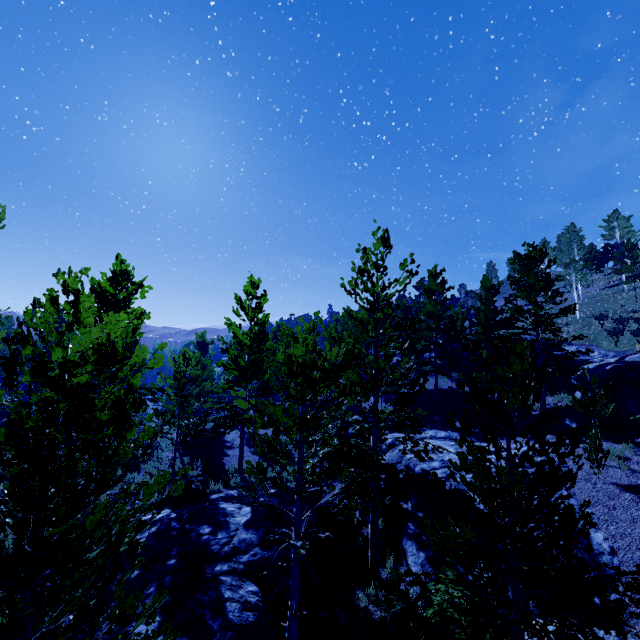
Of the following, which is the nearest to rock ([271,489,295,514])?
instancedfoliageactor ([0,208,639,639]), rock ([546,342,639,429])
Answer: instancedfoliageactor ([0,208,639,639])

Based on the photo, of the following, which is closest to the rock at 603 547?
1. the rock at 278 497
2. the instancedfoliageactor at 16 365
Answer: the instancedfoliageactor at 16 365

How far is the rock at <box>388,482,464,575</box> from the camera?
10.34m

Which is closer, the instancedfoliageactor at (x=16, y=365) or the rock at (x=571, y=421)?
the instancedfoliageactor at (x=16, y=365)

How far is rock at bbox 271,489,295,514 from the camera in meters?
12.6 m

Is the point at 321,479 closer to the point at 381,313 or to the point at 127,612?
the point at 127,612
